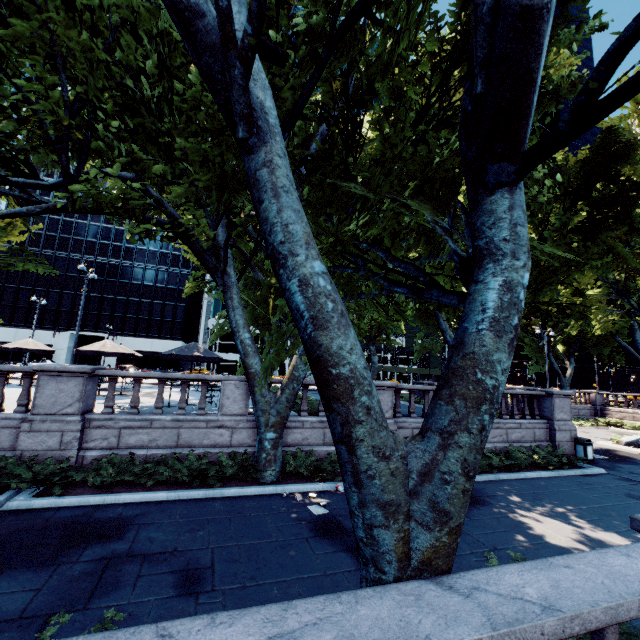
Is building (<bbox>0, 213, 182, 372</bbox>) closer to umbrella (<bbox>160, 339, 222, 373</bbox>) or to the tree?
the tree

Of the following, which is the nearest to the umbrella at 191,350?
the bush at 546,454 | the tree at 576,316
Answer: the tree at 576,316

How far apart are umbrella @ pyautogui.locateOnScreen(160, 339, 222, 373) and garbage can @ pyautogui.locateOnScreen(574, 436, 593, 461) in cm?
1748

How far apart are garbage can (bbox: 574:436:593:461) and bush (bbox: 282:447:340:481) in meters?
13.1 m

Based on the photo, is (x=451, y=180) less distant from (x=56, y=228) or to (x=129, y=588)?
(x=129, y=588)

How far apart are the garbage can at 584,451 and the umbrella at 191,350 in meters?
17.5 m

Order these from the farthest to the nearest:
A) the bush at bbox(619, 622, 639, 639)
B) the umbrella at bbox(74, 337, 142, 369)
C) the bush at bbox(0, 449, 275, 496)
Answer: the umbrella at bbox(74, 337, 142, 369)
the bush at bbox(0, 449, 275, 496)
the bush at bbox(619, 622, 639, 639)

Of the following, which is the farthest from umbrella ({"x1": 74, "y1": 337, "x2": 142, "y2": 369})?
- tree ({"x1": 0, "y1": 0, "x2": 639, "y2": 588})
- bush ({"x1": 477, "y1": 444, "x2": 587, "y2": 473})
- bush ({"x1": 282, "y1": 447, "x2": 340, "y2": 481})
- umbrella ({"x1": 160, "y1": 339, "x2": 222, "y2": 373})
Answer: bush ({"x1": 477, "y1": 444, "x2": 587, "y2": 473})
